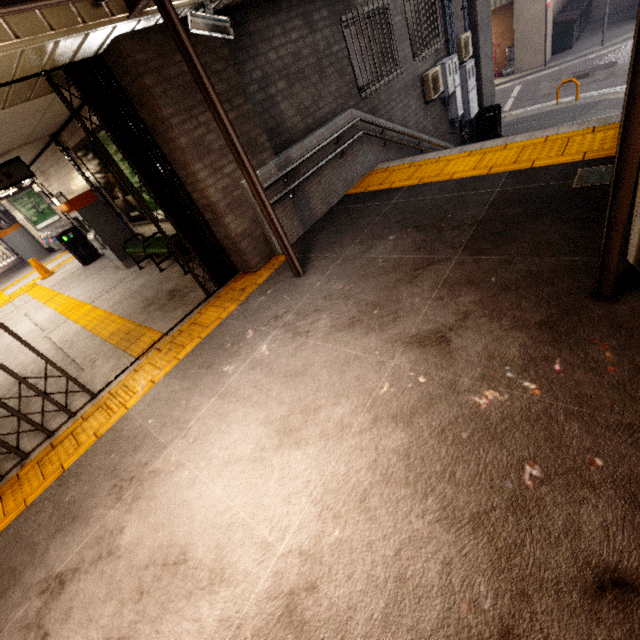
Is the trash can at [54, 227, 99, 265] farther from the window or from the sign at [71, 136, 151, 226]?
the window

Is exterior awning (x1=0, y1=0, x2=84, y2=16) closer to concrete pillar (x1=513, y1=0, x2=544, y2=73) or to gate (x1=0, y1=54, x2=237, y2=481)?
gate (x1=0, y1=54, x2=237, y2=481)

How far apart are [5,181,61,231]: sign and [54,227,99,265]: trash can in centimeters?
841cm

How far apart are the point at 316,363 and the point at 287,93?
4.6 meters

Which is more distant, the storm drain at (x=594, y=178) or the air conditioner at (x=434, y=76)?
the air conditioner at (x=434, y=76)

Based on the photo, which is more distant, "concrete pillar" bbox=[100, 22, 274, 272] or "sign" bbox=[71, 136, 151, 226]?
"sign" bbox=[71, 136, 151, 226]

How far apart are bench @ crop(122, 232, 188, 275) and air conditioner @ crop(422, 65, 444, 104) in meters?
6.9 m

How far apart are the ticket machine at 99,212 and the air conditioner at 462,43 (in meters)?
10.37
